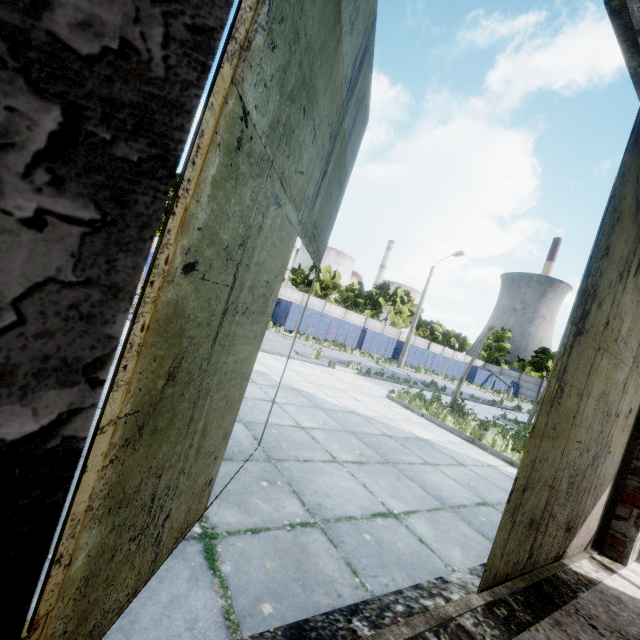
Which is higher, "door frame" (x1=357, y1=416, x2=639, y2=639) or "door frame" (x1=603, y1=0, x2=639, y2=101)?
"door frame" (x1=603, y1=0, x2=639, y2=101)

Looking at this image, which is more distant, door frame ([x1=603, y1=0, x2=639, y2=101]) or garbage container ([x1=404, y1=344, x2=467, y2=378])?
garbage container ([x1=404, y1=344, x2=467, y2=378])

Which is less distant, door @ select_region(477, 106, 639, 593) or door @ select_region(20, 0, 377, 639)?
door @ select_region(20, 0, 377, 639)

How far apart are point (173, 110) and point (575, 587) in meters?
4.5 m

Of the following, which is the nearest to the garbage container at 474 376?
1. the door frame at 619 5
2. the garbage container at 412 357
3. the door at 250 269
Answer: the garbage container at 412 357

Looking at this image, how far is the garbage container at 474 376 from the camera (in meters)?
38.19

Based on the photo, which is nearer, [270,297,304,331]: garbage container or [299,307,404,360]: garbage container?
[270,297,304,331]: garbage container

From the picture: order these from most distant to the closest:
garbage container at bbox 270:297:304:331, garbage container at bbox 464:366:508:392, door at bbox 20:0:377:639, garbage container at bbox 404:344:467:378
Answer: garbage container at bbox 464:366:508:392 → garbage container at bbox 404:344:467:378 → garbage container at bbox 270:297:304:331 → door at bbox 20:0:377:639
